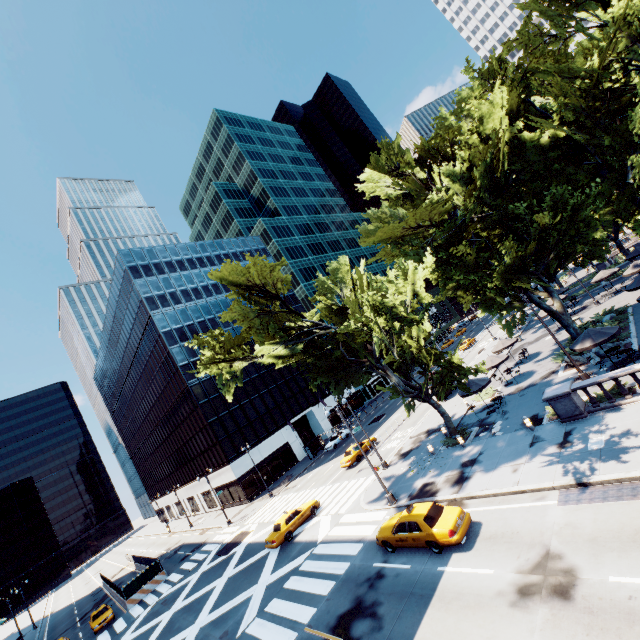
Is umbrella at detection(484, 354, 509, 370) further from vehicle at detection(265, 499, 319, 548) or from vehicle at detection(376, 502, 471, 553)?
vehicle at detection(265, 499, 319, 548)

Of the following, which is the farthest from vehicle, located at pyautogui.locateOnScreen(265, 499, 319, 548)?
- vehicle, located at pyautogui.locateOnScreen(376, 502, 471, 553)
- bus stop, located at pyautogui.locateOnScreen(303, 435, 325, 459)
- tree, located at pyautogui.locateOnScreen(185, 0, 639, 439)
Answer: bus stop, located at pyautogui.locateOnScreen(303, 435, 325, 459)

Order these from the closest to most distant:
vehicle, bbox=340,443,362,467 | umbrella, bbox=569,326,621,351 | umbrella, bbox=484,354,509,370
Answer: umbrella, bbox=569,326,621,351
umbrella, bbox=484,354,509,370
vehicle, bbox=340,443,362,467

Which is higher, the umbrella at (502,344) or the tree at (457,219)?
the tree at (457,219)

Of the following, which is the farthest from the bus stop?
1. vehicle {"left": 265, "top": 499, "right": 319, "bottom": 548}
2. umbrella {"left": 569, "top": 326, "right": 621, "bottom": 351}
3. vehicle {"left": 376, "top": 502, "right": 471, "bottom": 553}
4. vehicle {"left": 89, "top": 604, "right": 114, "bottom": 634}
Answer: vehicle {"left": 89, "top": 604, "right": 114, "bottom": 634}

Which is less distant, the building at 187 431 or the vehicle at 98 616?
the vehicle at 98 616

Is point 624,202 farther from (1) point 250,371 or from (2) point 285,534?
(1) point 250,371

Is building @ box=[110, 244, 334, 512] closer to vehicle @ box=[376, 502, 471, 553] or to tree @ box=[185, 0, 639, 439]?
tree @ box=[185, 0, 639, 439]
